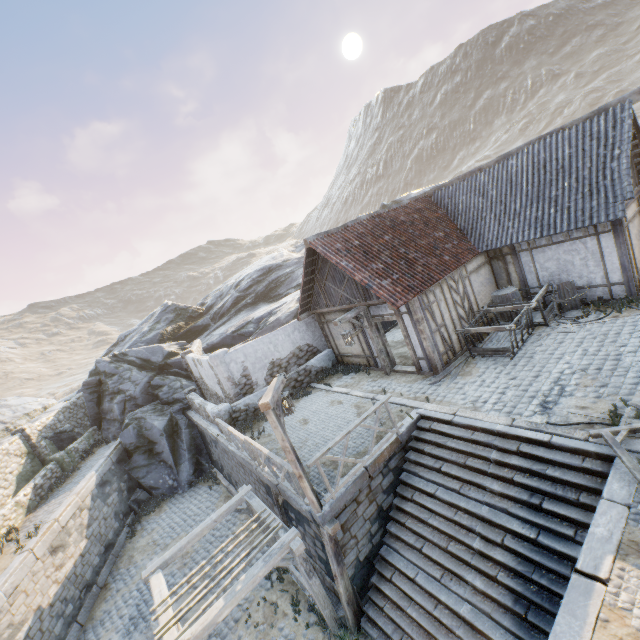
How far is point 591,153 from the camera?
10.2 meters

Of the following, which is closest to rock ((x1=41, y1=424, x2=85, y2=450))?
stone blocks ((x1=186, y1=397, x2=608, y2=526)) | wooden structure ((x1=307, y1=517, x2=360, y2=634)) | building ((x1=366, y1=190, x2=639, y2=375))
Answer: stone blocks ((x1=186, y1=397, x2=608, y2=526))

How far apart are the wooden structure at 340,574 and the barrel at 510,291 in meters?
9.7 m

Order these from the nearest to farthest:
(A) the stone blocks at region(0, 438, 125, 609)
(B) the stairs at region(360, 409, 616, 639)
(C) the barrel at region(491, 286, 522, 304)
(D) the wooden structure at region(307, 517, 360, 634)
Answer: (B) the stairs at region(360, 409, 616, 639)
(D) the wooden structure at region(307, 517, 360, 634)
(A) the stone blocks at region(0, 438, 125, 609)
(C) the barrel at region(491, 286, 522, 304)

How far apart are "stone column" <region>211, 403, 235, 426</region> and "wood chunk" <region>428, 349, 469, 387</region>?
8.0 meters

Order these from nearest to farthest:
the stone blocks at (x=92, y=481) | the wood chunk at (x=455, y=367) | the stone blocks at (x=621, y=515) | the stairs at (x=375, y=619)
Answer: the stone blocks at (x=621, y=515), the stairs at (x=375, y=619), the stone blocks at (x=92, y=481), the wood chunk at (x=455, y=367)

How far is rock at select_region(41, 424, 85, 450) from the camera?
18.1 meters

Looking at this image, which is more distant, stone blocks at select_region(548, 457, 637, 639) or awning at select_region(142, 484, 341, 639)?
awning at select_region(142, 484, 341, 639)
